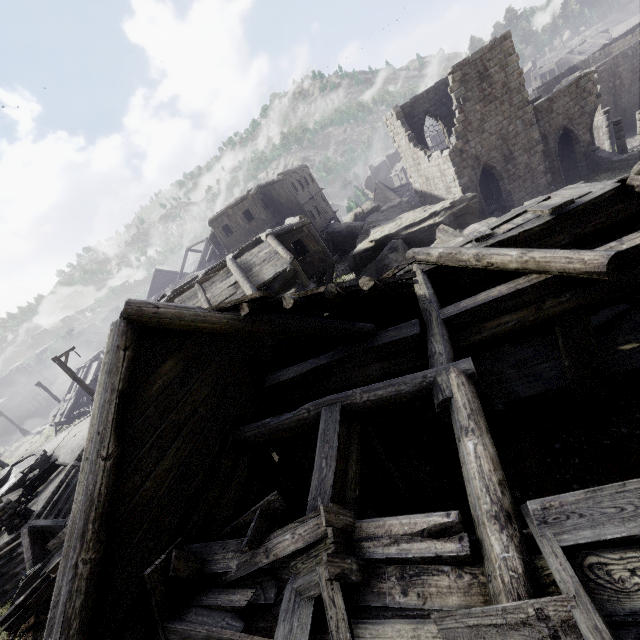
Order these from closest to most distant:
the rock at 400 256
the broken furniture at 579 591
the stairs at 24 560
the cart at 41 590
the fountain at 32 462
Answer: the broken furniture at 579 591
the cart at 41 590
the stairs at 24 560
the fountain at 32 462
the rock at 400 256

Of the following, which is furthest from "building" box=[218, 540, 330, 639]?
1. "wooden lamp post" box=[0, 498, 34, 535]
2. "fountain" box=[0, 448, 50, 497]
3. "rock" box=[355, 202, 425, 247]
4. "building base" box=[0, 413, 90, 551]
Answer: "fountain" box=[0, 448, 50, 497]

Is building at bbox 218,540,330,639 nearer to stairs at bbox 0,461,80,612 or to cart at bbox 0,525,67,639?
cart at bbox 0,525,67,639

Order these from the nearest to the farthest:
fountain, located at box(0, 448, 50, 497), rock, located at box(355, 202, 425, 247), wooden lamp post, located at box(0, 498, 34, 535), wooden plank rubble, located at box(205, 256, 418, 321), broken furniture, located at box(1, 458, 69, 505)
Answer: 1. wooden plank rubble, located at box(205, 256, 418, 321)
2. wooden lamp post, located at box(0, 498, 34, 535)
3. broken furniture, located at box(1, 458, 69, 505)
4. fountain, located at box(0, 448, 50, 497)
5. rock, located at box(355, 202, 425, 247)

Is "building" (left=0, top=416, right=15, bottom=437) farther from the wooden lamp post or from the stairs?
the wooden lamp post

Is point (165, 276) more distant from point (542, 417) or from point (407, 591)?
point (407, 591)

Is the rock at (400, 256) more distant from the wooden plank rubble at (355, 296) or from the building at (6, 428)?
the wooden plank rubble at (355, 296)

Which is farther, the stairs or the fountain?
the fountain
